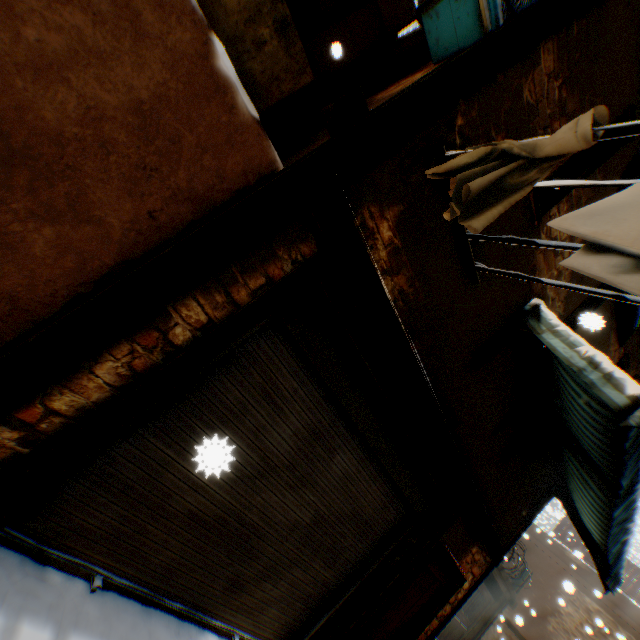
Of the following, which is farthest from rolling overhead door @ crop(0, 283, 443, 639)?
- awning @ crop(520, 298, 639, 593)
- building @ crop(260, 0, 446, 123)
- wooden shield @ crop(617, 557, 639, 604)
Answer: awning @ crop(520, 298, 639, 593)

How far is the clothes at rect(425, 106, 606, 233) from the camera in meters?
1.6 m

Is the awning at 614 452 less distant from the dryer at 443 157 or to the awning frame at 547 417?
the awning frame at 547 417

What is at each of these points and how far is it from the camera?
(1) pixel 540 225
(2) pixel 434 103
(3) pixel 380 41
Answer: (1) building, 3.5 meters
(2) wooden beam, 2.4 meters
(3) building, 4.9 meters

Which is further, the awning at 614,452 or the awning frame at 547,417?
the awning frame at 547,417

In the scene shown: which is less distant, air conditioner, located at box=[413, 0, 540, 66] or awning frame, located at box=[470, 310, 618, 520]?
air conditioner, located at box=[413, 0, 540, 66]

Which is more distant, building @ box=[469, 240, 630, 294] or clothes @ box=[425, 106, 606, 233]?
building @ box=[469, 240, 630, 294]

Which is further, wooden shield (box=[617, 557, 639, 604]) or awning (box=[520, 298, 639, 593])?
wooden shield (box=[617, 557, 639, 604])
